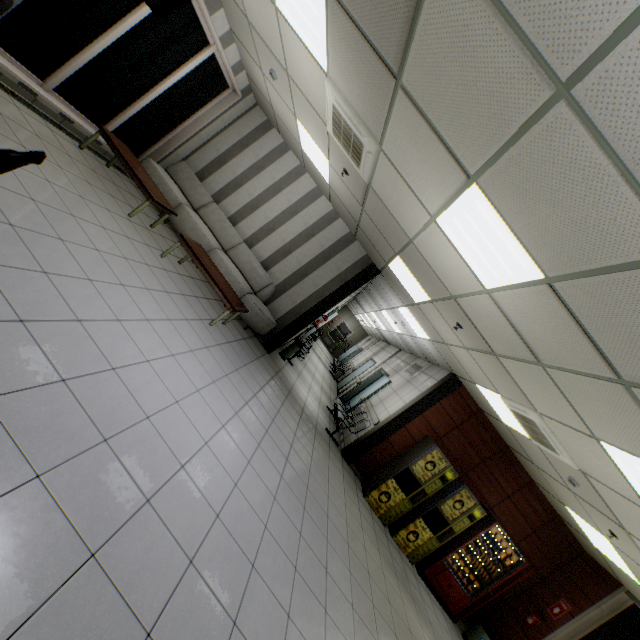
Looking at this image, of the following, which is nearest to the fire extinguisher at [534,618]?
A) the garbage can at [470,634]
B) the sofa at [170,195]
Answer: the garbage can at [470,634]

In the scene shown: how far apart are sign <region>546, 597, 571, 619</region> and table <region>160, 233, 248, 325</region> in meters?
8.9 m

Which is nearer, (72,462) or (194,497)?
(72,462)

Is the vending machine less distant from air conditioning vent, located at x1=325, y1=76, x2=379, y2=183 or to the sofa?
the sofa

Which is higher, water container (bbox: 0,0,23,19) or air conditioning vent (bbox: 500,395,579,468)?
air conditioning vent (bbox: 500,395,579,468)

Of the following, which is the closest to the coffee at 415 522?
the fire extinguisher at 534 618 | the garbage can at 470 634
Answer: the garbage can at 470 634

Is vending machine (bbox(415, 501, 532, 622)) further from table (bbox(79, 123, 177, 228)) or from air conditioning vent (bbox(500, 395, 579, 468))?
table (bbox(79, 123, 177, 228))

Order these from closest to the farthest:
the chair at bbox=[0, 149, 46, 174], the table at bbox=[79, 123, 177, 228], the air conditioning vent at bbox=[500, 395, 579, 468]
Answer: the chair at bbox=[0, 149, 46, 174]
the air conditioning vent at bbox=[500, 395, 579, 468]
the table at bbox=[79, 123, 177, 228]
